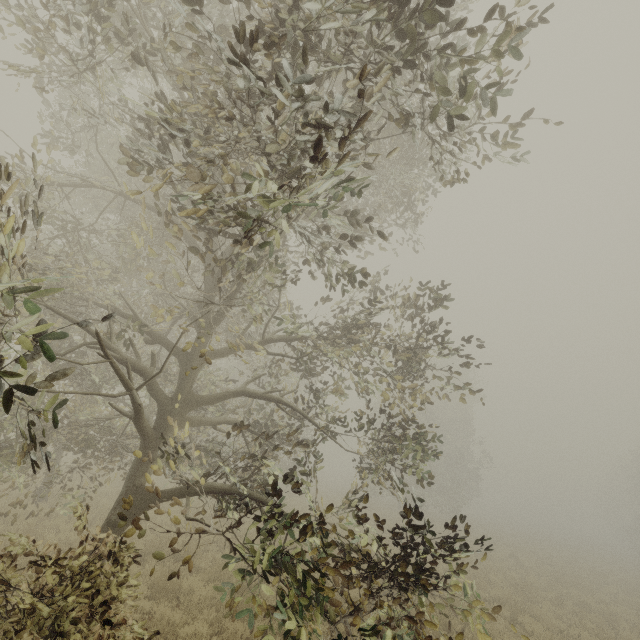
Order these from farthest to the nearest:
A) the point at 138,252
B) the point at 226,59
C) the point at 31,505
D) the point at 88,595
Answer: the point at 31,505 < the point at 138,252 < the point at 88,595 < the point at 226,59
